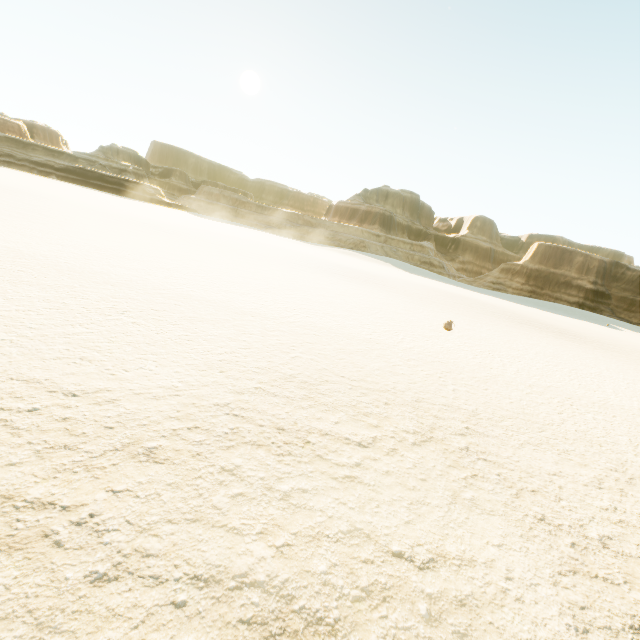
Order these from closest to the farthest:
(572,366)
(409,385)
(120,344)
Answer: (120,344)
(409,385)
(572,366)
